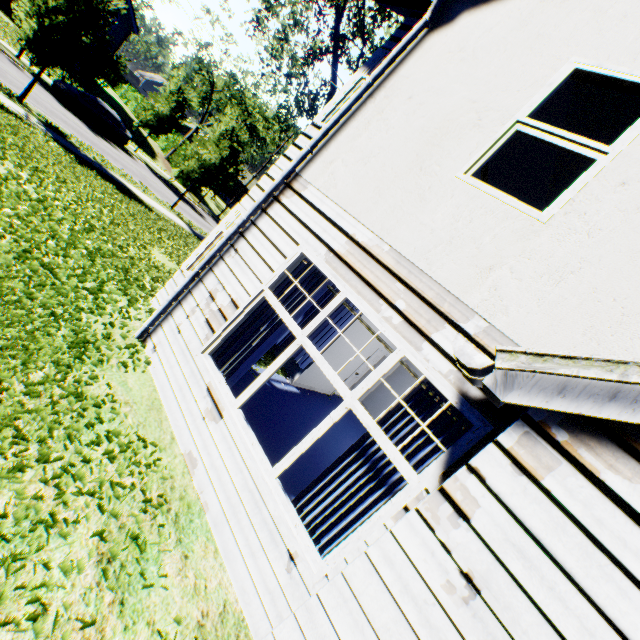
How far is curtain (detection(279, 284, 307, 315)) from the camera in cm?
412

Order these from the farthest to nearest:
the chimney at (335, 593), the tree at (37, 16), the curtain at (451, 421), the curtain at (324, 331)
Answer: the tree at (37, 16) → the curtain at (324, 331) → the curtain at (451, 421) → the chimney at (335, 593)

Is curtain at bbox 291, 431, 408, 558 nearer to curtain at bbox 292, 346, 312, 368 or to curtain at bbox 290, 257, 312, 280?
curtain at bbox 290, 257, 312, 280

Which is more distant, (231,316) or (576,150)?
(231,316)

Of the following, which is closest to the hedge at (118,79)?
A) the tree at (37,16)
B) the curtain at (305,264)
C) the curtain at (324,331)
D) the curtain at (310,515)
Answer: the tree at (37,16)

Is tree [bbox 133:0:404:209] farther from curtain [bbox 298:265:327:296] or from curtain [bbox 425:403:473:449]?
curtain [bbox 425:403:473:449]

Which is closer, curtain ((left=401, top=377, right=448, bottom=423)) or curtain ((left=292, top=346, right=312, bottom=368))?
curtain ((left=401, top=377, right=448, bottom=423))

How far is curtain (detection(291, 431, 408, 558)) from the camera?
3.1m
